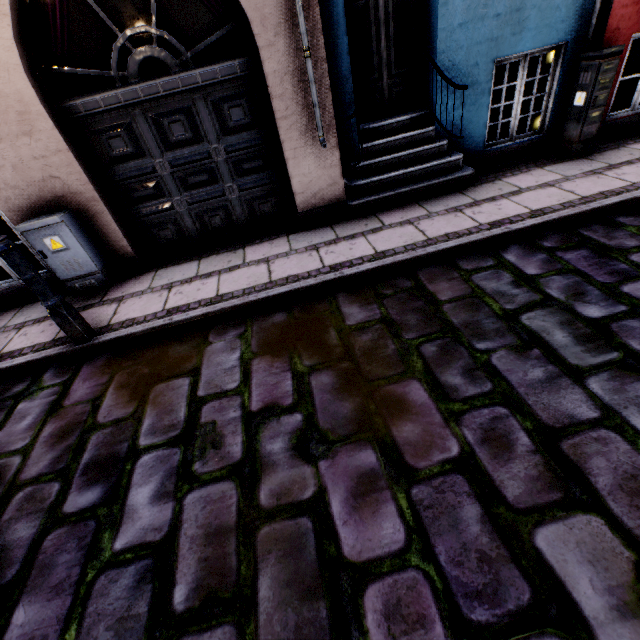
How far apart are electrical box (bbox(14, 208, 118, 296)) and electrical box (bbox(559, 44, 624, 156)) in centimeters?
718cm

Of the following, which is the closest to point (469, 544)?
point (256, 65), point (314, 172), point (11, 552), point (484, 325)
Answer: point (484, 325)

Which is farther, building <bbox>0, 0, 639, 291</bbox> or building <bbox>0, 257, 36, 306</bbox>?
building <bbox>0, 257, 36, 306</bbox>

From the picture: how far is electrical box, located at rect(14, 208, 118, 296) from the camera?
4.0m

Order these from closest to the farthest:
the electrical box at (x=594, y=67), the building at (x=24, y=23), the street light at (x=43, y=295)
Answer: the street light at (x=43, y=295)
the building at (x=24, y=23)
the electrical box at (x=594, y=67)

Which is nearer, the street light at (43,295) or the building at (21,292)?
the street light at (43,295)

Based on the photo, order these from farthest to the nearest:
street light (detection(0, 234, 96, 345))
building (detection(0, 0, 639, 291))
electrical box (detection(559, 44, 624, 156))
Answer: electrical box (detection(559, 44, 624, 156)) → building (detection(0, 0, 639, 291)) → street light (detection(0, 234, 96, 345))

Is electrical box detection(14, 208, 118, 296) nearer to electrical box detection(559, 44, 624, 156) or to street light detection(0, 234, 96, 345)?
street light detection(0, 234, 96, 345)
